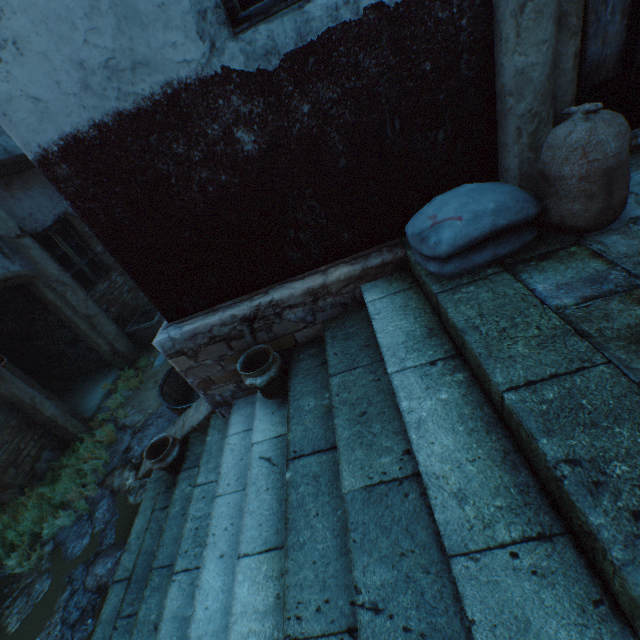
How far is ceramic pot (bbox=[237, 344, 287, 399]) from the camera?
2.6 meters

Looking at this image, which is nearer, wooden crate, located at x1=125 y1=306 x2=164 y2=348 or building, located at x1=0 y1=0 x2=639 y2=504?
building, located at x1=0 y1=0 x2=639 y2=504

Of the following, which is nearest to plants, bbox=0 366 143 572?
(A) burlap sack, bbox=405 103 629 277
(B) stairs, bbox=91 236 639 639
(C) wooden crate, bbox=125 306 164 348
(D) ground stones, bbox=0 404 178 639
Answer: (D) ground stones, bbox=0 404 178 639

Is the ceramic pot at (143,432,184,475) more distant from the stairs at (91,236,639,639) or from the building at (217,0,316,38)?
the building at (217,0,316,38)

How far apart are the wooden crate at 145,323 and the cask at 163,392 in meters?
1.9

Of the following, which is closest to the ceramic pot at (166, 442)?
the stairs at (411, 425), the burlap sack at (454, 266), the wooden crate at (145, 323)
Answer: the stairs at (411, 425)

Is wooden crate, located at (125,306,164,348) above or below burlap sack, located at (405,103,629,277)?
below

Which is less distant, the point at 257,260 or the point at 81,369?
the point at 257,260
